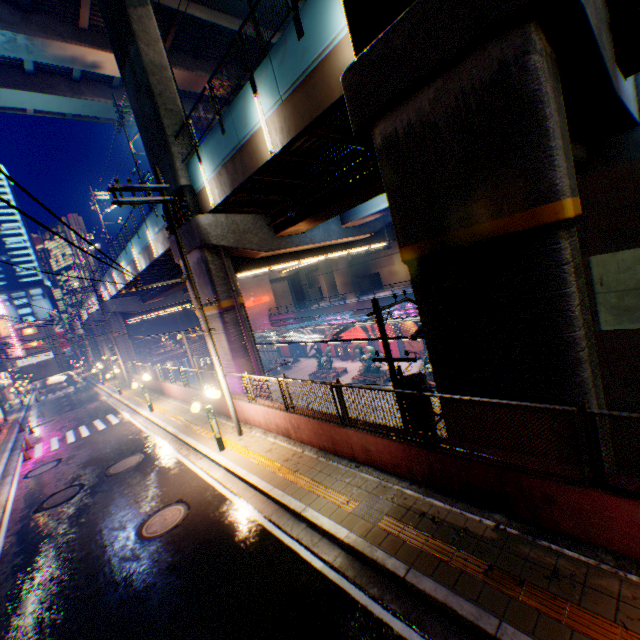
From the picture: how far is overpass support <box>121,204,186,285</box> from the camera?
19.3 meters

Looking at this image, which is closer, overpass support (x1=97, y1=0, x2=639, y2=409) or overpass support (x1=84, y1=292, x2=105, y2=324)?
overpass support (x1=97, y1=0, x2=639, y2=409)

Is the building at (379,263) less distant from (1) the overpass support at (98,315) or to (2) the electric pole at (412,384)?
(1) the overpass support at (98,315)

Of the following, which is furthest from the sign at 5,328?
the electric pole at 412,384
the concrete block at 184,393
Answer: the electric pole at 412,384

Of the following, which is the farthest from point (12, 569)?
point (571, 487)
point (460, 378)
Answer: point (571, 487)

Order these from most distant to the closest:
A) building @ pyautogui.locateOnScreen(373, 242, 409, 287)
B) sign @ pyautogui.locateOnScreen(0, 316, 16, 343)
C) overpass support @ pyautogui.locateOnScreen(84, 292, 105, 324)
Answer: building @ pyautogui.locateOnScreen(373, 242, 409, 287) → sign @ pyautogui.locateOnScreen(0, 316, 16, 343) → overpass support @ pyautogui.locateOnScreen(84, 292, 105, 324)

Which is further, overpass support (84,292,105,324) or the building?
the building
